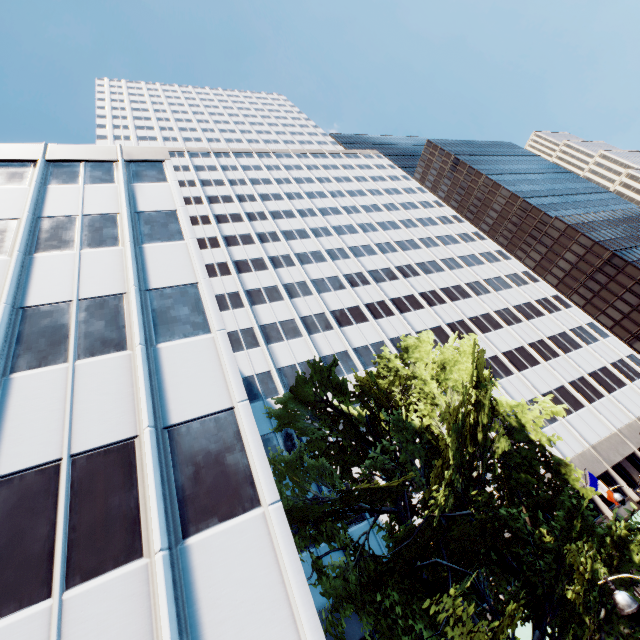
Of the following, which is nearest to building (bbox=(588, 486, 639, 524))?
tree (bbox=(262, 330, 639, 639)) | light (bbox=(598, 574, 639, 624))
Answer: tree (bbox=(262, 330, 639, 639))

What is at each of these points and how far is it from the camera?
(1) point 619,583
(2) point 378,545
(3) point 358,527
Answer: (1) tree, 9.1 meters
(2) building, 21.0 meters
(3) building, 21.6 meters

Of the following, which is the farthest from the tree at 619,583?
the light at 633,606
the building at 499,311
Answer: the light at 633,606

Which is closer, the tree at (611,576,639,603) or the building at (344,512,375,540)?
the tree at (611,576,639,603)

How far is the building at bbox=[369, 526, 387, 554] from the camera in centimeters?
2082cm

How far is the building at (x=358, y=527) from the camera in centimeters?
2127cm
